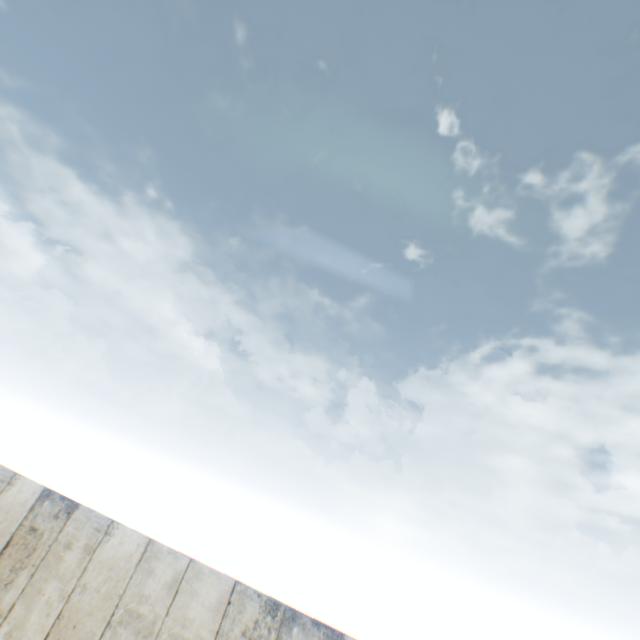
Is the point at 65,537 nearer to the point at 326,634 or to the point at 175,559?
the point at 175,559
